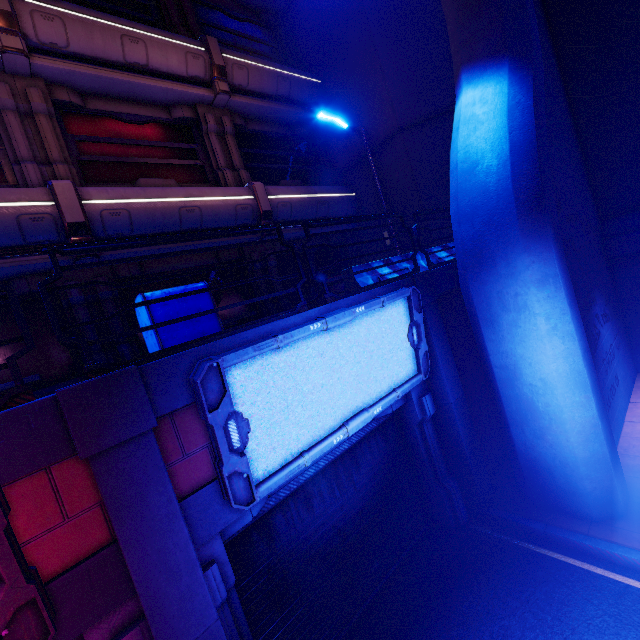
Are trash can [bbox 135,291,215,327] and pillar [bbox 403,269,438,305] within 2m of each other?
no

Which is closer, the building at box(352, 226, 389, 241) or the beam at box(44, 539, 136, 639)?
the beam at box(44, 539, 136, 639)

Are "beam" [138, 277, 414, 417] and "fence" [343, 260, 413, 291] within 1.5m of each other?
yes

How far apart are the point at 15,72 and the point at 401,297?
10.3 meters

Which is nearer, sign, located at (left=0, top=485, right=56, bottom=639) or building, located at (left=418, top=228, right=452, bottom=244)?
sign, located at (left=0, top=485, right=56, bottom=639)

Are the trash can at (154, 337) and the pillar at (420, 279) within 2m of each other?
no

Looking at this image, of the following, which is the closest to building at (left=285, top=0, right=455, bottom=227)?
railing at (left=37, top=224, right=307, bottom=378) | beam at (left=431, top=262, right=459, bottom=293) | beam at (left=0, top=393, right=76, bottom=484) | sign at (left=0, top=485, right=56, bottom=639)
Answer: beam at (left=431, top=262, right=459, bottom=293)

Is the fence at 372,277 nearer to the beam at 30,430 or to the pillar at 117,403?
the pillar at 117,403
